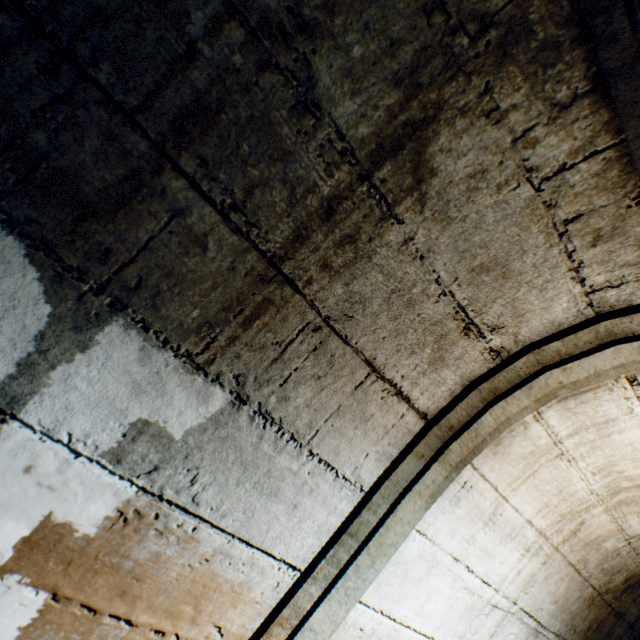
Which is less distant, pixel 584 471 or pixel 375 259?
pixel 375 259
